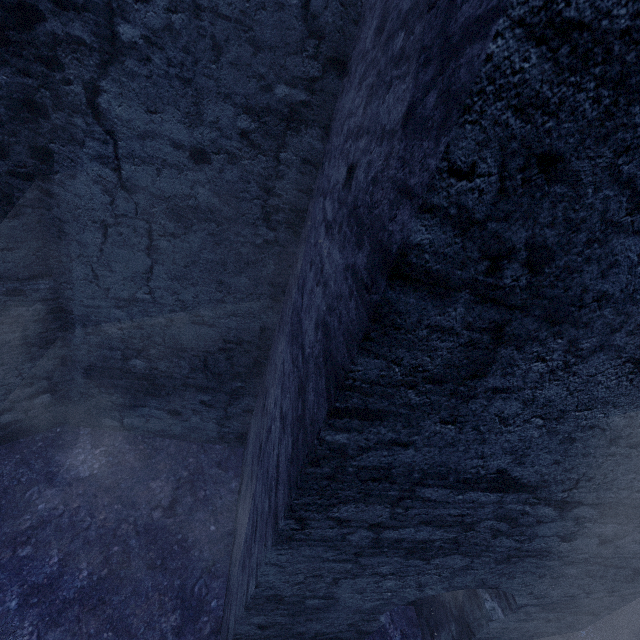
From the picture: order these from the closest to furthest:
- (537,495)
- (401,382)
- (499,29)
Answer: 1. (499,29)
2. (401,382)
3. (537,495)

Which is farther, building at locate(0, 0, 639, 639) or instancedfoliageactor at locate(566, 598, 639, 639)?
instancedfoliageactor at locate(566, 598, 639, 639)

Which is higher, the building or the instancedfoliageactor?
the building

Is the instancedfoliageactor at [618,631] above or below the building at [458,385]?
below

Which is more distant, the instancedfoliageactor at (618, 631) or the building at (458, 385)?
the instancedfoliageactor at (618, 631)
